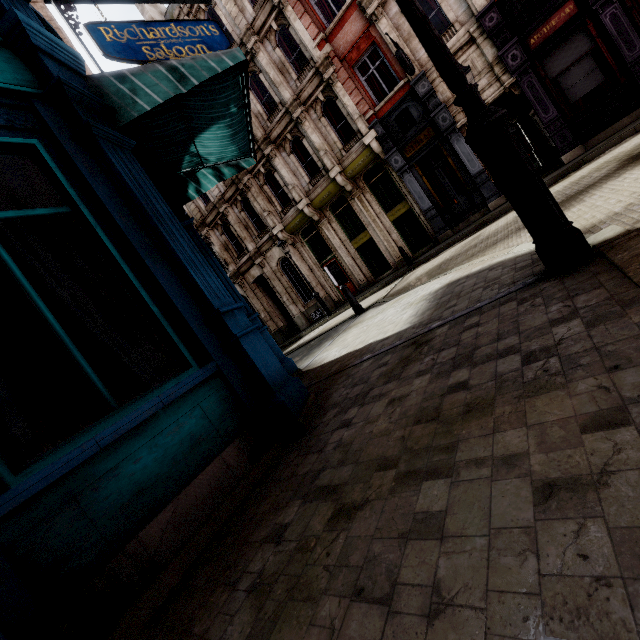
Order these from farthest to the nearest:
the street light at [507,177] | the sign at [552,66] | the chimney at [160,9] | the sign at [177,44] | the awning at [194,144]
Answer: the chimney at [160,9] → the sign at [552,66] → the sign at [177,44] → the awning at [194,144] → the street light at [507,177]

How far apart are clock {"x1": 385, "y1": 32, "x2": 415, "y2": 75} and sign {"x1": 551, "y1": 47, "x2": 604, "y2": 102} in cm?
444

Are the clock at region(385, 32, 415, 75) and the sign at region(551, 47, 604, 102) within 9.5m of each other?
yes

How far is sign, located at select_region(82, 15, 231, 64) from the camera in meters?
6.3

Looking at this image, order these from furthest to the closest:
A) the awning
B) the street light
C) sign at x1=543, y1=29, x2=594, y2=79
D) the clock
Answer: the clock → sign at x1=543, y1=29, x2=594, y2=79 → the awning → the street light

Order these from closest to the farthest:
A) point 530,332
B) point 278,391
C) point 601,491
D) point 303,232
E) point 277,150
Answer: point 601,491, point 530,332, point 278,391, point 277,150, point 303,232

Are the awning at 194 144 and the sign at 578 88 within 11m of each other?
no
